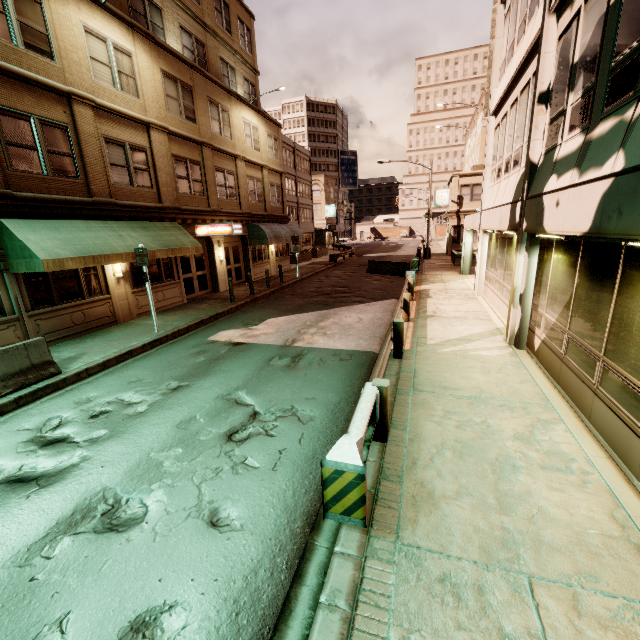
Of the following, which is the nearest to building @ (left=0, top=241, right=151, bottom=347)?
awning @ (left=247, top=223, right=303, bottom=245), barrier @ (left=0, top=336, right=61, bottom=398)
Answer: awning @ (left=247, top=223, right=303, bottom=245)

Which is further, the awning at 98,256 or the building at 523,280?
the awning at 98,256

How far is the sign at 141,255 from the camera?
10.9 meters

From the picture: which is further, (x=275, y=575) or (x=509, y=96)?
(x=509, y=96)

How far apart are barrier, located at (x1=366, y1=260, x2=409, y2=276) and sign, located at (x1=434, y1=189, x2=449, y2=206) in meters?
16.4

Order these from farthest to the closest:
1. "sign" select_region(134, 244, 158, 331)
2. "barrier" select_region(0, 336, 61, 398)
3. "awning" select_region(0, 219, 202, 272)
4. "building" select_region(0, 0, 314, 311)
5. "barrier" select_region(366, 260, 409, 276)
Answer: "barrier" select_region(366, 260, 409, 276) → "sign" select_region(134, 244, 158, 331) → "building" select_region(0, 0, 314, 311) → "awning" select_region(0, 219, 202, 272) → "barrier" select_region(0, 336, 61, 398)

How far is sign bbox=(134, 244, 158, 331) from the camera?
10.85m

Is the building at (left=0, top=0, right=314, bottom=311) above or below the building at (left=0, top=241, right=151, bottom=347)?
above
